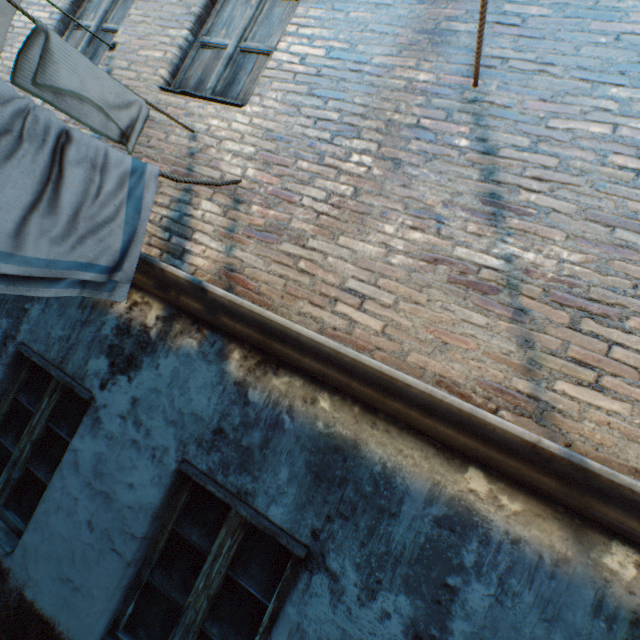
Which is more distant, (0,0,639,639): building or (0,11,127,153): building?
(0,11,127,153): building

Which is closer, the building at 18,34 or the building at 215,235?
the building at 215,235

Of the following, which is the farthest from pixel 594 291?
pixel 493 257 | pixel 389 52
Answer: pixel 389 52
